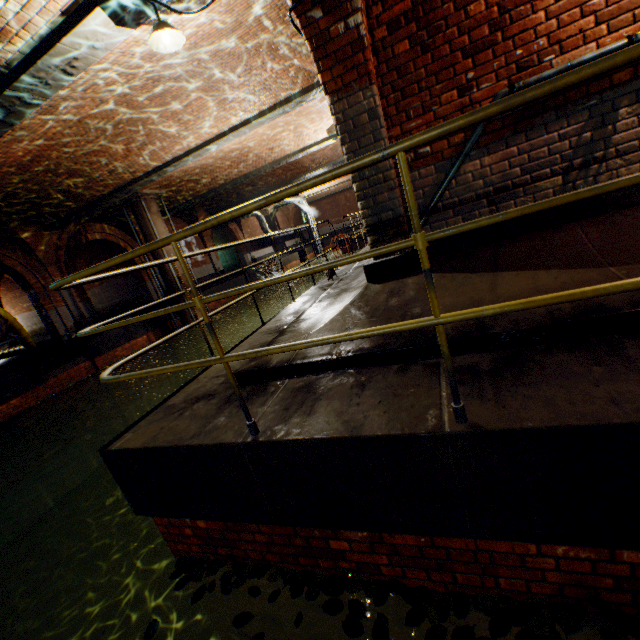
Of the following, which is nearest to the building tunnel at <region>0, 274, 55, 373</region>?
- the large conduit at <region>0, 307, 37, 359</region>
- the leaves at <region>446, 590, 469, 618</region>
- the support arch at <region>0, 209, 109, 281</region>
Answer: the large conduit at <region>0, 307, 37, 359</region>

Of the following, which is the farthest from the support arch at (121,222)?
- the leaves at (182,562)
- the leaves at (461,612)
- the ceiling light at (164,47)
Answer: the leaves at (461,612)

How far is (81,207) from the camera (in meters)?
11.31

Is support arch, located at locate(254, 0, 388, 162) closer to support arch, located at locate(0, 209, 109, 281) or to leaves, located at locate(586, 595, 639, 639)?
leaves, located at locate(586, 595, 639, 639)

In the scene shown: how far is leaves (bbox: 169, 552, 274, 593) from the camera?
2.48m

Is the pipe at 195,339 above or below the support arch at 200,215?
below

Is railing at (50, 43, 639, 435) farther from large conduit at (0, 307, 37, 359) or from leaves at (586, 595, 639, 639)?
large conduit at (0, 307, 37, 359)

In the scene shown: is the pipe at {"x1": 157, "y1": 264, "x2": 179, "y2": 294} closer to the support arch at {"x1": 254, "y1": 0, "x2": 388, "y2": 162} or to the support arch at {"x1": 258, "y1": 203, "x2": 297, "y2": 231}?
the support arch at {"x1": 254, "y1": 0, "x2": 388, "y2": 162}
